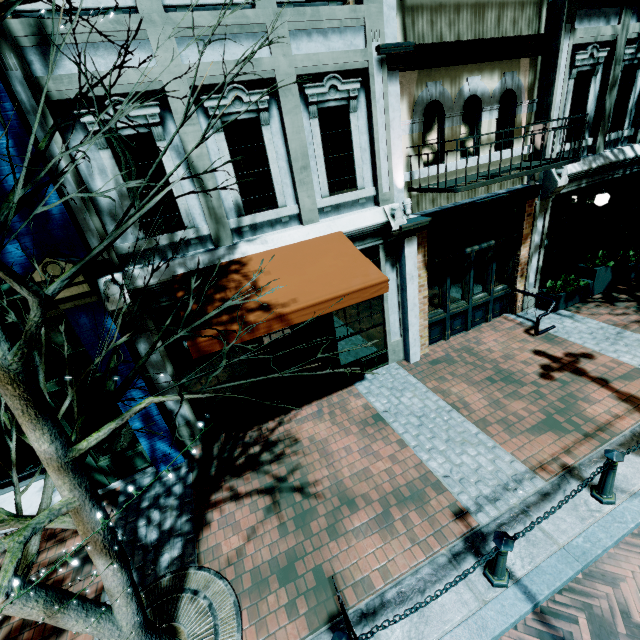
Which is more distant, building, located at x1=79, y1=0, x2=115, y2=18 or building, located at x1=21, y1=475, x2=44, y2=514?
building, located at x1=21, y1=475, x2=44, y2=514

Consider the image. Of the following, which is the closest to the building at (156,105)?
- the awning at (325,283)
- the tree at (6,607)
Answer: the awning at (325,283)

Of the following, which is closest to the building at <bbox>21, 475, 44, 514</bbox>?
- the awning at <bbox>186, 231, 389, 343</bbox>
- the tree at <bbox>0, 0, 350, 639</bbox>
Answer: the awning at <bbox>186, 231, 389, 343</bbox>

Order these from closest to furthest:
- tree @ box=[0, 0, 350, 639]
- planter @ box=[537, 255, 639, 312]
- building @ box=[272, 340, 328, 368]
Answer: tree @ box=[0, 0, 350, 639] → building @ box=[272, 340, 328, 368] → planter @ box=[537, 255, 639, 312]

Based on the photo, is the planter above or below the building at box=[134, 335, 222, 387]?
below

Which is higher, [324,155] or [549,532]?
[324,155]

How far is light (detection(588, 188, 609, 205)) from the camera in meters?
8.2 m

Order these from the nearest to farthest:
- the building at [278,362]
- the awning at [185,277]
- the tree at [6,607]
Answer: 1. the tree at [6,607]
2. the awning at [185,277]
3. the building at [278,362]
